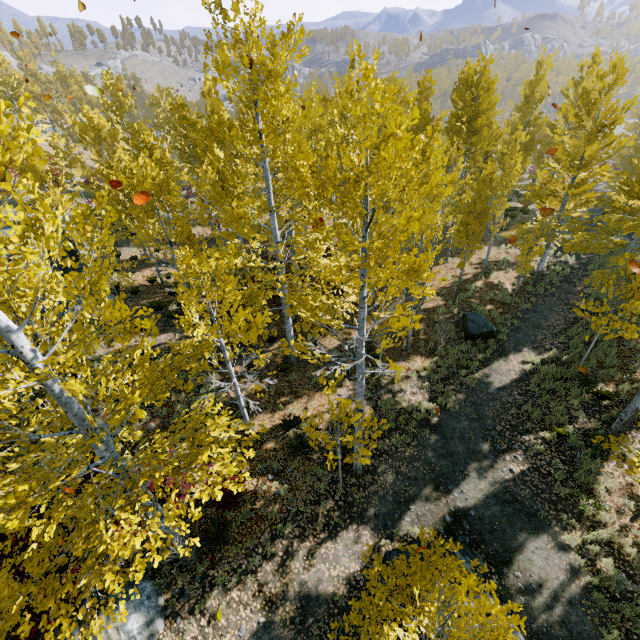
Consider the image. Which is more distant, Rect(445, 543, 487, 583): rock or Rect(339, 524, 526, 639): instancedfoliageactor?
Rect(445, 543, 487, 583): rock

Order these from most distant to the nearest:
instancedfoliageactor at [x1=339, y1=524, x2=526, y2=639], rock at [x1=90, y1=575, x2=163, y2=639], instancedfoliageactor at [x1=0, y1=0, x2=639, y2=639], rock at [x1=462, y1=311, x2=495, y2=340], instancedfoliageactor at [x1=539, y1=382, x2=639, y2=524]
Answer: rock at [x1=462, y1=311, x2=495, y2=340] → instancedfoliageactor at [x1=539, y1=382, x2=639, y2=524] → rock at [x1=90, y1=575, x2=163, y2=639] → instancedfoliageactor at [x1=0, y1=0, x2=639, y2=639] → instancedfoliageactor at [x1=339, y1=524, x2=526, y2=639]

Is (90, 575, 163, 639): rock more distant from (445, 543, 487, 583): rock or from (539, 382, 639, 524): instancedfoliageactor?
(445, 543, 487, 583): rock

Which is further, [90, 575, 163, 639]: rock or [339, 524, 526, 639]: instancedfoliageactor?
[90, 575, 163, 639]: rock

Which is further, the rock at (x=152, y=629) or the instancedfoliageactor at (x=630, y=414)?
the instancedfoliageactor at (x=630, y=414)

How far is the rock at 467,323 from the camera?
14.68m

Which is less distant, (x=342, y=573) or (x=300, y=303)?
(x=342, y=573)

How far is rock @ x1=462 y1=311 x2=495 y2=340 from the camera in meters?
14.7
